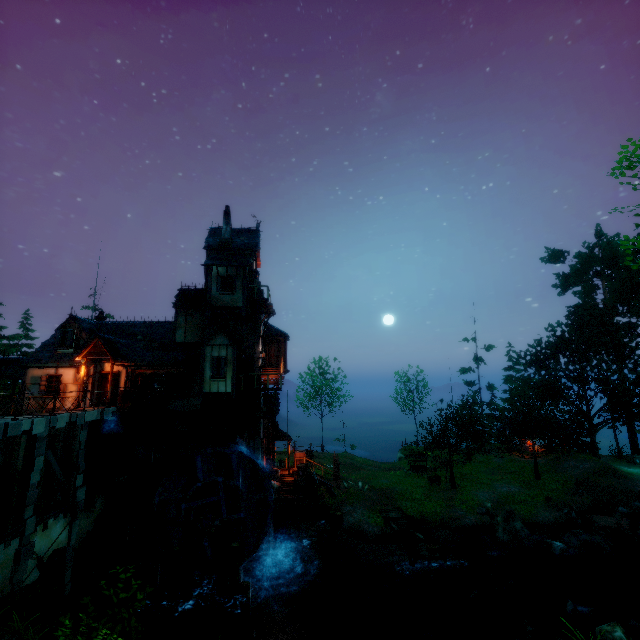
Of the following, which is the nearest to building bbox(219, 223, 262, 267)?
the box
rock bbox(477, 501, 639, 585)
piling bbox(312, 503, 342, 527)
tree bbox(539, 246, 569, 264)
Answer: the box

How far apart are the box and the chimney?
16.7m

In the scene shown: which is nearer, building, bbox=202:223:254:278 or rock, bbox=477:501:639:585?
rock, bbox=477:501:639:585

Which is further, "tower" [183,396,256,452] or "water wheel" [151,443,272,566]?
"tower" [183,396,256,452]

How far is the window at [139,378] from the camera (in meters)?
20.78

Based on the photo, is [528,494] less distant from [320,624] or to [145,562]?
[320,624]

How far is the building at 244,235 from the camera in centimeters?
2450cm

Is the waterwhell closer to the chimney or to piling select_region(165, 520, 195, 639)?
piling select_region(165, 520, 195, 639)
